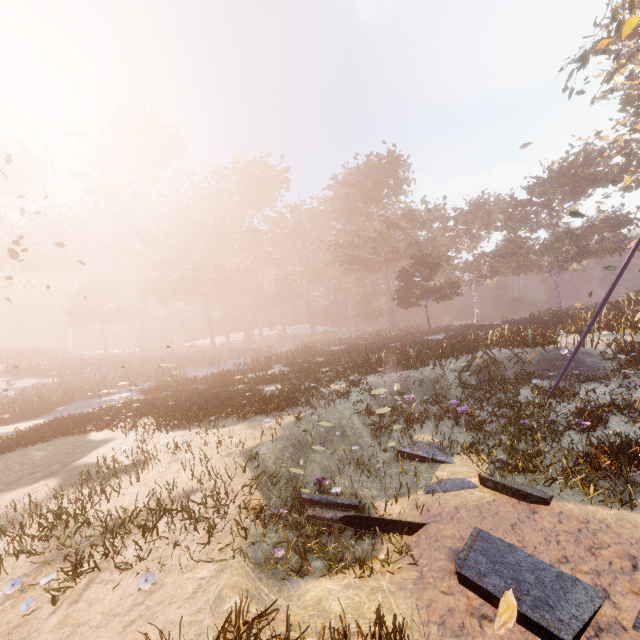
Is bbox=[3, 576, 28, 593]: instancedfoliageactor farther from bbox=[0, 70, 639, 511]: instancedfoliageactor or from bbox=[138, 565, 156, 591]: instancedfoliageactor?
bbox=[0, 70, 639, 511]: instancedfoliageactor

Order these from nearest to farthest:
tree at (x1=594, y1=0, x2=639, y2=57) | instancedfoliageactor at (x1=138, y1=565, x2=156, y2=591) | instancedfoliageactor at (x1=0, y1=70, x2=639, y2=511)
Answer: instancedfoliageactor at (x1=138, y1=565, x2=156, y2=591)
instancedfoliageactor at (x1=0, y1=70, x2=639, y2=511)
tree at (x1=594, y1=0, x2=639, y2=57)

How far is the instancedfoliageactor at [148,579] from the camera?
4.4m

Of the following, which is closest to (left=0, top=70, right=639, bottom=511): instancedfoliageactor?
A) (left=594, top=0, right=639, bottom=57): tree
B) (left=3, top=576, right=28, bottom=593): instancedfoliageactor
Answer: (left=3, top=576, right=28, bottom=593): instancedfoliageactor

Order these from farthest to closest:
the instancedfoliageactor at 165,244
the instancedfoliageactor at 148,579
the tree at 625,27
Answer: the tree at 625,27 < the instancedfoliageactor at 165,244 < the instancedfoliageactor at 148,579

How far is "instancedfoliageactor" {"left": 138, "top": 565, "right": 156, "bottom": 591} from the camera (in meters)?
4.37

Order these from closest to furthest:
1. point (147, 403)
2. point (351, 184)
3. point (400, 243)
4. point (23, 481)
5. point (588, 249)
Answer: point (23, 481), point (147, 403), point (588, 249), point (351, 184), point (400, 243)

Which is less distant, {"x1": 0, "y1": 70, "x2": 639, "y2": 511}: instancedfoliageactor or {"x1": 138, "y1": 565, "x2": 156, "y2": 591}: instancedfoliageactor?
{"x1": 138, "y1": 565, "x2": 156, "y2": 591}: instancedfoliageactor
